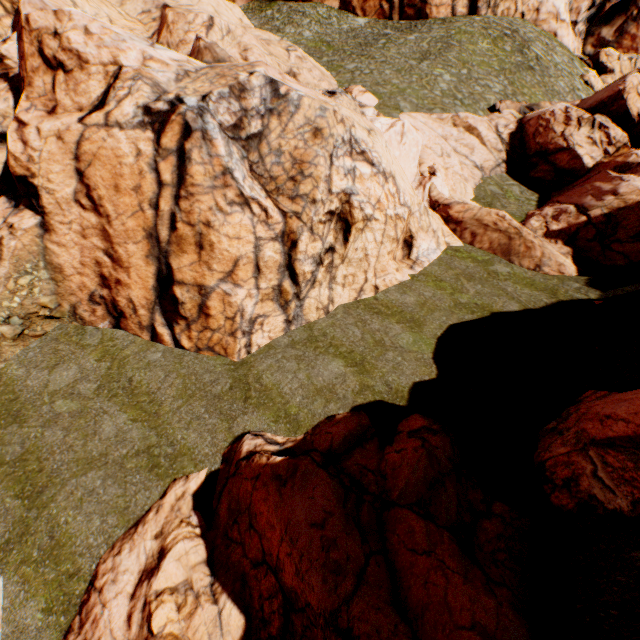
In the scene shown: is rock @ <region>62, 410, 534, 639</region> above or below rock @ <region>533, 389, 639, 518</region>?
below

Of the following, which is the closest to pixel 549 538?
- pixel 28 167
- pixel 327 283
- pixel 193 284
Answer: pixel 327 283

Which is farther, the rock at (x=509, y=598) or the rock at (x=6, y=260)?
the rock at (x=6, y=260)

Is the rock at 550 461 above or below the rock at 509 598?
above

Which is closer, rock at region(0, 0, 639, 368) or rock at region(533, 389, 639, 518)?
rock at region(533, 389, 639, 518)
